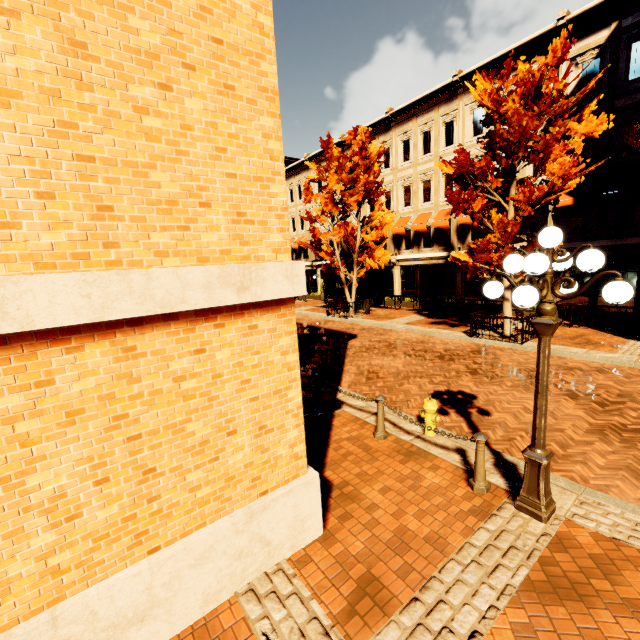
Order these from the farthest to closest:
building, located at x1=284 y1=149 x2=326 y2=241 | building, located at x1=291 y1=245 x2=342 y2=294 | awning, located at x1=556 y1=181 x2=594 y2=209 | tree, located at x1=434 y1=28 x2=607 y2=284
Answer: building, located at x1=291 y1=245 x2=342 y2=294 < building, located at x1=284 y1=149 x2=326 y2=241 < awning, located at x1=556 y1=181 x2=594 y2=209 < tree, located at x1=434 y1=28 x2=607 y2=284

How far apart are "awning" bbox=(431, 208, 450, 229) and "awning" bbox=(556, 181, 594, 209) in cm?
553

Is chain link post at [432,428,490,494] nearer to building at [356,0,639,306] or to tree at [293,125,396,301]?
tree at [293,125,396,301]

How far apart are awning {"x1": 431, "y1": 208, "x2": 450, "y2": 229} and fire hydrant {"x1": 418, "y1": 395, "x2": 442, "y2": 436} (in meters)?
15.99

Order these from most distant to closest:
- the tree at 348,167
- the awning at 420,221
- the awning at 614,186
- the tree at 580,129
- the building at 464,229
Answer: the awning at 420,221 < the building at 464,229 < the tree at 348,167 < the awning at 614,186 < the tree at 580,129

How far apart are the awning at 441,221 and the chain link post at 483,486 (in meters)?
17.30

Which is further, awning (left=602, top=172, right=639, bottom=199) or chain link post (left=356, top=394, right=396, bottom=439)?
awning (left=602, top=172, right=639, bottom=199)

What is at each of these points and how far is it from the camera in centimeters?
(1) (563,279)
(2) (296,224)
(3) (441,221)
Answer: (1) light, 368cm
(2) building, 3384cm
(3) awning, 1977cm
